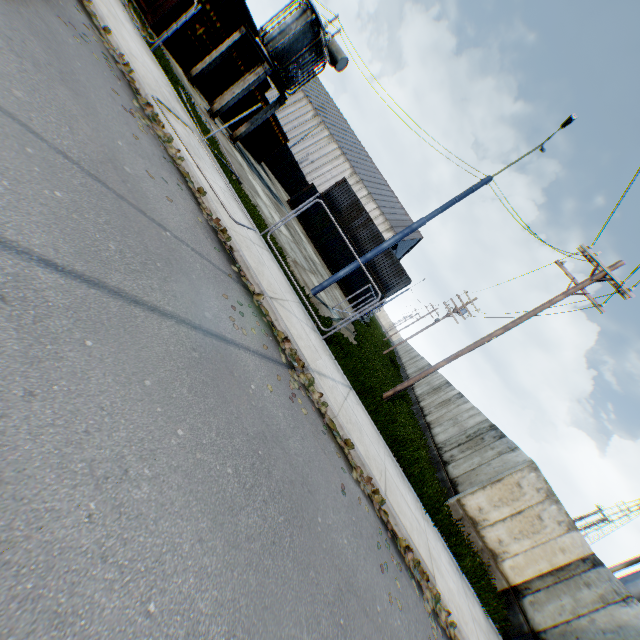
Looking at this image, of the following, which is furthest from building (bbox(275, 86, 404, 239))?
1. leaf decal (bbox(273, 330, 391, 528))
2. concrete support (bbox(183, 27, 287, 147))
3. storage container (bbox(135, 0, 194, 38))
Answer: leaf decal (bbox(273, 330, 391, 528))

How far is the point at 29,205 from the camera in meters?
2.8

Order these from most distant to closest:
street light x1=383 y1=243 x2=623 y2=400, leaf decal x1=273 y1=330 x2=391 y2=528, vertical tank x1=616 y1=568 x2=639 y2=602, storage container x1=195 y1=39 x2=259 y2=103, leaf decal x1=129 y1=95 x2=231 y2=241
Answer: vertical tank x1=616 y1=568 x2=639 y2=602 < storage container x1=195 y1=39 x2=259 y2=103 < street light x1=383 y1=243 x2=623 y2=400 < leaf decal x1=129 y1=95 x2=231 y2=241 < leaf decal x1=273 y1=330 x2=391 y2=528

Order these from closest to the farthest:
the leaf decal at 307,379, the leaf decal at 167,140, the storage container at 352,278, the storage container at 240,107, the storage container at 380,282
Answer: the leaf decal at 307,379, the leaf decal at 167,140, the storage container at 240,107, the storage container at 352,278, the storage container at 380,282

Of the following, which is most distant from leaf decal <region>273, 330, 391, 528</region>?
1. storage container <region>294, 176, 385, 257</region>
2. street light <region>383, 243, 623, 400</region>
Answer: storage container <region>294, 176, 385, 257</region>

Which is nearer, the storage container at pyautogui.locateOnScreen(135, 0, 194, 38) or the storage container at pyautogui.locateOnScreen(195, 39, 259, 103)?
the storage container at pyautogui.locateOnScreen(135, 0, 194, 38)

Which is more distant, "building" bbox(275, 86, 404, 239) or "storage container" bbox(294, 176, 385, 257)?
"building" bbox(275, 86, 404, 239)

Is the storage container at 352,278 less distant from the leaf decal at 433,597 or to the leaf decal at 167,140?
the leaf decal at 167,140
